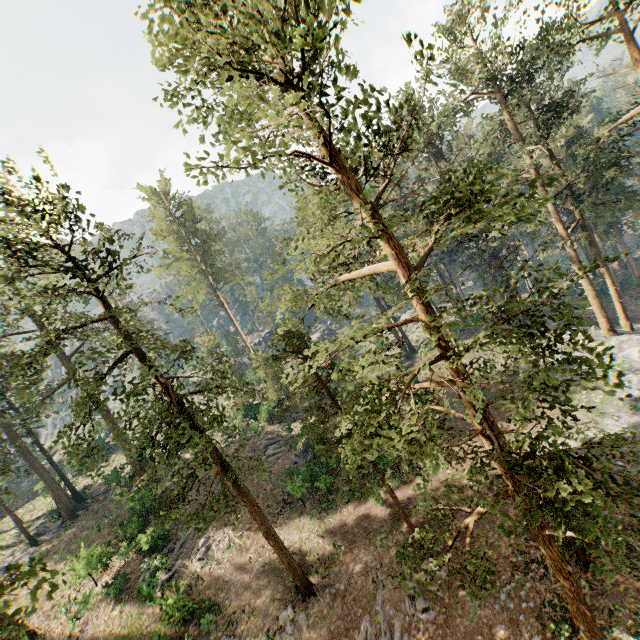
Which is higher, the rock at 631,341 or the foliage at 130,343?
the foliage at 130,343

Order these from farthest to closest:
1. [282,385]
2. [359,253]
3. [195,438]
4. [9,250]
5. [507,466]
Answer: [359,253] < [282,385] < [195,438] < [9,250] < [507,466]

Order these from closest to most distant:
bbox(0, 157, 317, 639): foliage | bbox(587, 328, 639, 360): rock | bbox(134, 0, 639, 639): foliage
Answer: bbox(134, 0, 639, 639): foliage < bbox(0, 157, 317, 639): foliage < bbox(587, 328, 639, 360): rock

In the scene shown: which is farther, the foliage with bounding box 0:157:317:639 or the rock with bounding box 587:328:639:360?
the rock with bounding box 587:328:639:360

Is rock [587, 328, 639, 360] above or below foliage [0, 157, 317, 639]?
below

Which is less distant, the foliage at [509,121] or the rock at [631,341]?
the foliage at [509,121]
